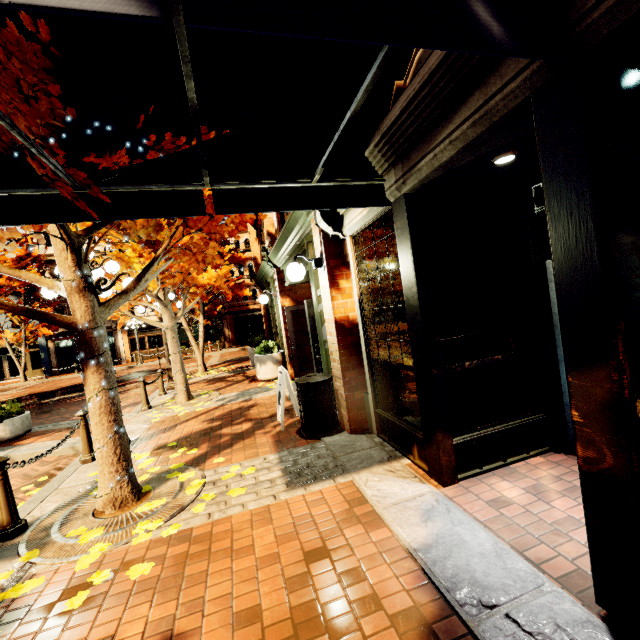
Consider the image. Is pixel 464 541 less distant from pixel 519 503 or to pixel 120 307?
pixel 519 503

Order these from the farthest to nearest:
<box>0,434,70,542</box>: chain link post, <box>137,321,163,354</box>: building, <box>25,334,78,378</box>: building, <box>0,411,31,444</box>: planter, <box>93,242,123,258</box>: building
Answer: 1. <box>137,321,163,354</box>: building
2. <box>93,242,123,258</box>: building
3. <box>25,334,78,378</box>: building
4. <box>0,411,31,444</box>: planter
5. <box>0,434,70,542</box>: chain link post

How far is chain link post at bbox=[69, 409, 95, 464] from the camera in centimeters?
531cm

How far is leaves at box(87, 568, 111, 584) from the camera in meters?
2.6 m

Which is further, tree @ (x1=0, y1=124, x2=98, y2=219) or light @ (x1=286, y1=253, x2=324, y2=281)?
light @ (x1=286, y1=253, x2=324, y2=281)

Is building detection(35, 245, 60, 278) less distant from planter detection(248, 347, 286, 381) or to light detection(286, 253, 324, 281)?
planter detection(248, 347, 286, 381)

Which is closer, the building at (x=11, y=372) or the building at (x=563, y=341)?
the building at (x=563, y=341)

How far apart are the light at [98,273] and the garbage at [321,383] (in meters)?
3.25
